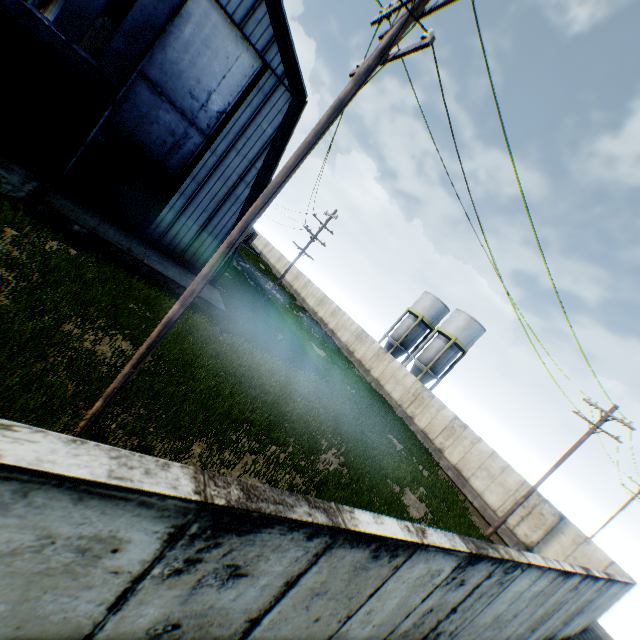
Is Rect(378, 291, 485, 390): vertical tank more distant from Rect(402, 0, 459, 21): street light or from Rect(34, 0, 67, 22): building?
Rect(402, 0, 459, 21): street light

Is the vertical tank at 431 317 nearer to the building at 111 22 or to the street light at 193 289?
the building at 111 22

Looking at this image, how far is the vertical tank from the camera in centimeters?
3588cm

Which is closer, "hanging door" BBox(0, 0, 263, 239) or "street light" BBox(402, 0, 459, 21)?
"street light" BBox(402, 0, 459, 21)

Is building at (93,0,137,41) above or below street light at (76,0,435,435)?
above

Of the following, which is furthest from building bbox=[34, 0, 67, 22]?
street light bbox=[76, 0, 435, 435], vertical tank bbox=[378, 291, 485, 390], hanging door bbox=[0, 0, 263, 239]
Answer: vertical tank bbox=[378, 291, 485, 390]

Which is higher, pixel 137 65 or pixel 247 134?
pixel 247 134
